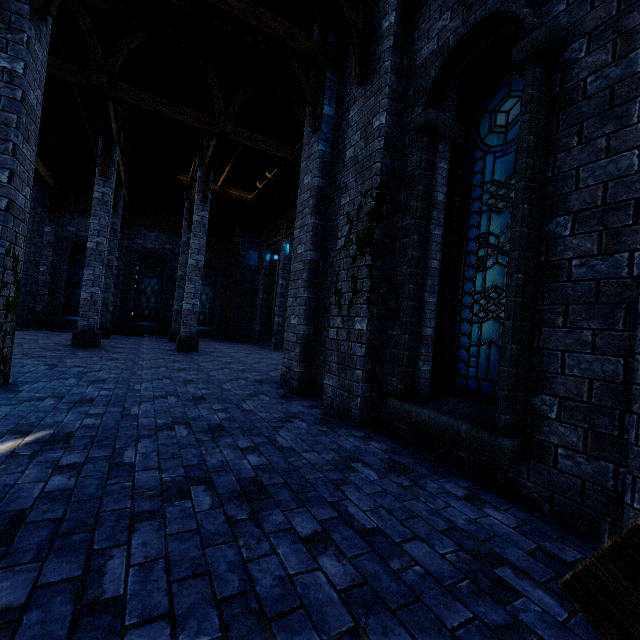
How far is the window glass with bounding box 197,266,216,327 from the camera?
19.55m

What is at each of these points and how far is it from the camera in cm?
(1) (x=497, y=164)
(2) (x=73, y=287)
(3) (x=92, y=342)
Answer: (1) window glass, 374
(2) window glass, 1656
(3) pillar, 1024

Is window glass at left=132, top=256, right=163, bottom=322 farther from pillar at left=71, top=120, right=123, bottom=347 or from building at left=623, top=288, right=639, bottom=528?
pillar at left=71, top=120, right=123, bottom=347

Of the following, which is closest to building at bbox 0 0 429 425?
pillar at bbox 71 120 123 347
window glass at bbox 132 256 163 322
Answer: pillar at bbox 71 120 123 347

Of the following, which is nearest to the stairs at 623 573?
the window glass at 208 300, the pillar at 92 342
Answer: the pillar at 92 342

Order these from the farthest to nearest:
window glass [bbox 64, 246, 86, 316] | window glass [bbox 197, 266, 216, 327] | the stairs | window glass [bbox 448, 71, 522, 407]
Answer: window glass [bbox 197, 266, 216, 327]
window glass [bbox 64, 246, 86, 316]
window glass [bbox 448, 71, 522, 407]
the stairs

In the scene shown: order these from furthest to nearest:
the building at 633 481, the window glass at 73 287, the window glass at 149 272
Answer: the window glass at 149 272 → the window glass at 73 287 → the building at 633 481

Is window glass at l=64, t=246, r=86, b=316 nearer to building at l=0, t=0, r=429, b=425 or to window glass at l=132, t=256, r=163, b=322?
building at l=0, t=0, r=429, b=425
